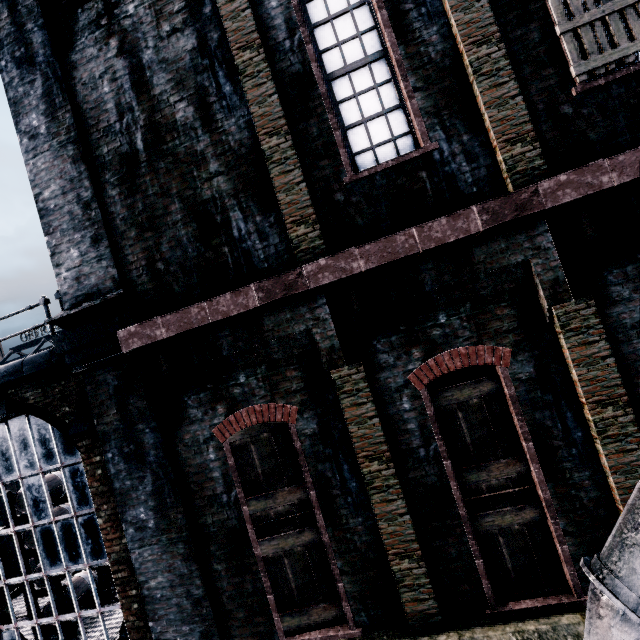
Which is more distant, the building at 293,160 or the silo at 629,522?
the building at 293,160

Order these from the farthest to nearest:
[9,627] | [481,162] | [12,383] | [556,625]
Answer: [9,627] → [12,383] → [481,162] → [556,625]

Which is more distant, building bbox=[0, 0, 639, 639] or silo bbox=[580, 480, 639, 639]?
building bbox=[0, 0, 639, 639]
